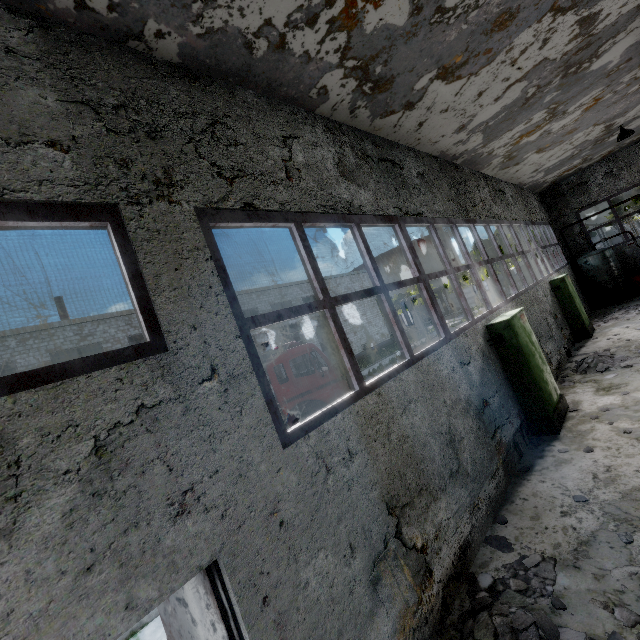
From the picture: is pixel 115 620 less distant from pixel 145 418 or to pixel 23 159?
pixel 145 418

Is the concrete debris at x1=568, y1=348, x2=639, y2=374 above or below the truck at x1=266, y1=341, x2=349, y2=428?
below

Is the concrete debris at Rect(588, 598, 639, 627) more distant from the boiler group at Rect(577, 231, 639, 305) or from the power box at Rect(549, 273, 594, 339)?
the boiler group at Rect(577, 231, 639, 305)

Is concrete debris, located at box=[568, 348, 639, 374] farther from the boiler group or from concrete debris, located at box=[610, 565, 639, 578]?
the boiler group

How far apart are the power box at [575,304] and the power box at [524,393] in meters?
6.1 m

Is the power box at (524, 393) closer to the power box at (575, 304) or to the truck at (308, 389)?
the truck at (308, 389)

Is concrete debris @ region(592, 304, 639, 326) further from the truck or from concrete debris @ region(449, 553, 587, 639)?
concrete debris @ region(449, 553, 587, 639)
